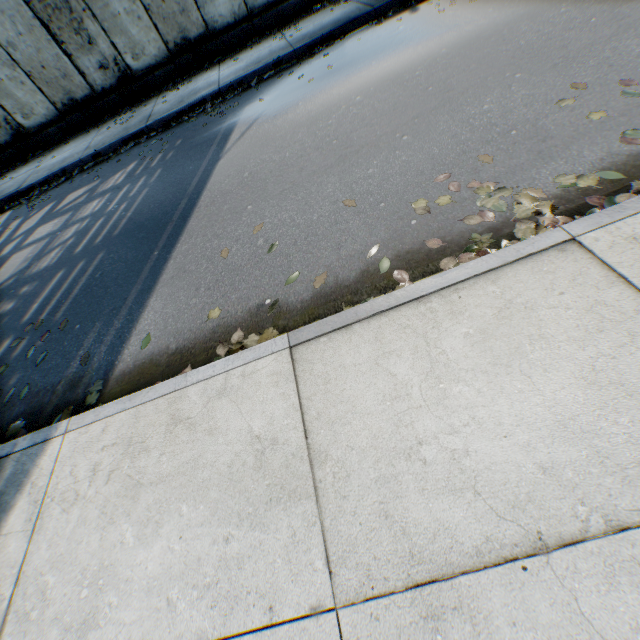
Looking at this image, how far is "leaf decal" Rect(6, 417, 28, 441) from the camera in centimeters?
285cm

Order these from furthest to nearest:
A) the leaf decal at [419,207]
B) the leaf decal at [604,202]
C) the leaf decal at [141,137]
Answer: the leaf decal at [141,137], the leaf decal at [419,207], the leaf decal at [604,202]

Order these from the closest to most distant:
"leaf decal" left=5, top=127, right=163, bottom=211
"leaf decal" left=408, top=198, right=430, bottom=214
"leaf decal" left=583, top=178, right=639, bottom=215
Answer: "leaf decal" left=583, top=178, right=639, bottom=215 → "leaf decal" left=408, top=198, right=430, bottom=214 → "leaf decal" left=5, top=127, right=163, bottom=211

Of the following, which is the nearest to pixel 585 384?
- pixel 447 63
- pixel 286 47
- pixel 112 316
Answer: pixel 112 316

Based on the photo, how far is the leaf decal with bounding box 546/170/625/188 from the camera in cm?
237

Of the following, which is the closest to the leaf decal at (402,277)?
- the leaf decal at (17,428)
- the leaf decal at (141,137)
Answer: the leaf decal at (17,428)
